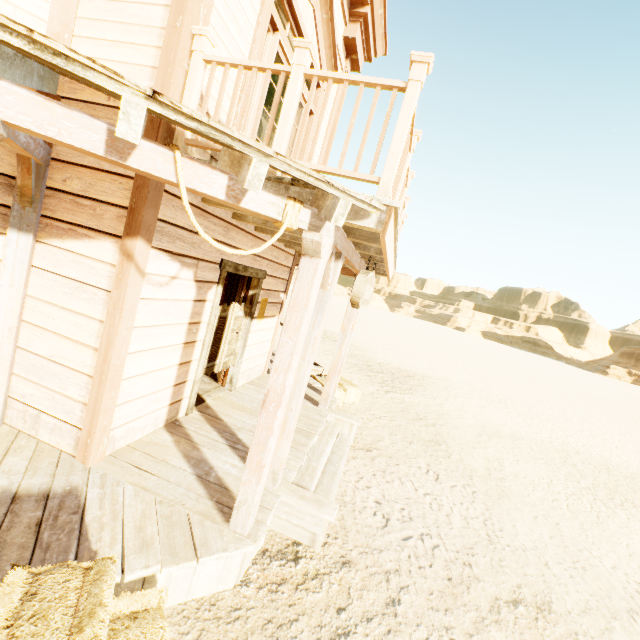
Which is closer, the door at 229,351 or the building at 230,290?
the door at 229,351

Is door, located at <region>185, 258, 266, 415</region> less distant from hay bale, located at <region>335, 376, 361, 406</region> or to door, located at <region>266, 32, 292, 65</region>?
door, located at <region>266, 32, 292, 65</region>

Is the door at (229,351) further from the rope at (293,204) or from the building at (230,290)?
the rope at (293,204)

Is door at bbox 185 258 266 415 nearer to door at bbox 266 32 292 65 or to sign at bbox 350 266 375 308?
door at bbox 266 32 292 65

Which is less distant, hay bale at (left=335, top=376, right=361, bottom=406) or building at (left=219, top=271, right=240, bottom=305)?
building at (left=219, top=271, right=240, bottom=305)

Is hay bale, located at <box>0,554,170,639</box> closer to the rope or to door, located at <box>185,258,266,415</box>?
the rope

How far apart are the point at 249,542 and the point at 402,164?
3.74m

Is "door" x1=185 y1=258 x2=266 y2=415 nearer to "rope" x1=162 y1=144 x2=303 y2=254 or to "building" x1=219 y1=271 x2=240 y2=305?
"building" x1=219 y1=271 x2=240 y2=305
